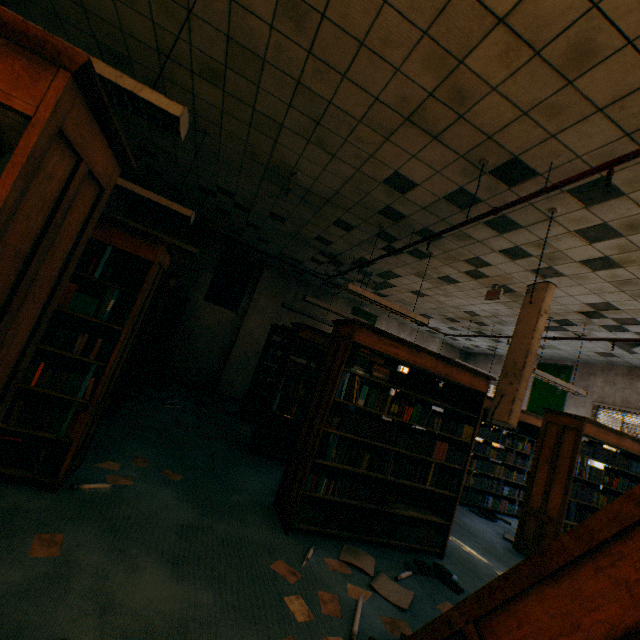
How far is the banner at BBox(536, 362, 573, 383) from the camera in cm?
850

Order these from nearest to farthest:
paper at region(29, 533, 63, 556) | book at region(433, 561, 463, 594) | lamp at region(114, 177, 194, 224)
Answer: paper at region(29, 533, 63, 556)
book at region(433, 561, 463, 594)
lamp at region(114, 177, 194, 224)

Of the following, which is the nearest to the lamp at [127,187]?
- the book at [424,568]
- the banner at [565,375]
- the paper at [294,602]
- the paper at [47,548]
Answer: the paper at [47,548]

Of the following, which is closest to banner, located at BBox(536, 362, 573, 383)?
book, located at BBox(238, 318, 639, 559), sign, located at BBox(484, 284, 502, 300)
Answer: sign, located at BBox(484, 284, 502, 300)

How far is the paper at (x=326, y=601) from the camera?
2.3m

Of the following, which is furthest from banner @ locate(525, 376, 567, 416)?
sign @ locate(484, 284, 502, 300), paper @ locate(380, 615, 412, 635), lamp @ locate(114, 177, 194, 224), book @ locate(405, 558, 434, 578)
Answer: lamp @ locate(114, 177, 194, 224)

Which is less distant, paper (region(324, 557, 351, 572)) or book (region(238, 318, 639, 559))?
paper (region(324, 557, 351, 572))

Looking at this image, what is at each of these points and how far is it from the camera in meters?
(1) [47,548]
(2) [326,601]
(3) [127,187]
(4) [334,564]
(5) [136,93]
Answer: (1) paper, 2.0
(2) paper, 2.4
(3) lamp, 3.7
(4) paper, 2.9
(5) lamp, 2.0
